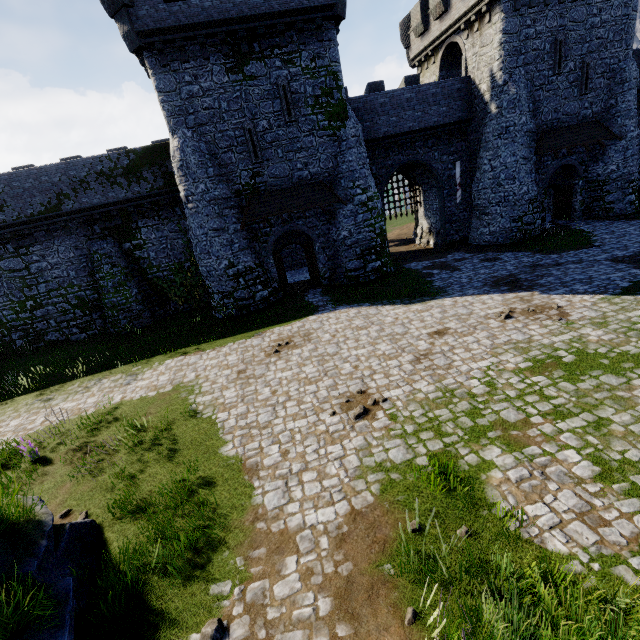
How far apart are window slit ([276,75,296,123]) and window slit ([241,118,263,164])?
1.5m

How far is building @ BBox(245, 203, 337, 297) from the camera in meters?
19.3 m

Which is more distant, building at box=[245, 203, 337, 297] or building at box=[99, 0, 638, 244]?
building at box=[245, 203, 337, 297]

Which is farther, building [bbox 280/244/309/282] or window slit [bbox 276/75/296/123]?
building [bbox 280/244/309/282]

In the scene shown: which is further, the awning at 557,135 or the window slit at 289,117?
the awning at 557,135

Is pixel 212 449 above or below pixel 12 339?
below

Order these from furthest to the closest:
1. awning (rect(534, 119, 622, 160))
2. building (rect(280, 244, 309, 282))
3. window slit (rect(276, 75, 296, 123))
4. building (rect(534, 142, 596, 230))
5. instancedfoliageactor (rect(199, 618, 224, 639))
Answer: building (rect(280, 244, 309, 282)) → building (rect(534, 142, 596, 230)) → awning (rect(534, 119, 622, 160)) → window slit (rect(276, 75, 296, 123)) → instancedfoliageactor (rect(199, 618, 224, 639))

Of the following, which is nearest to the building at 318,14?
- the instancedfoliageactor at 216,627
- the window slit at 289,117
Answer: the window slit at 289,117
